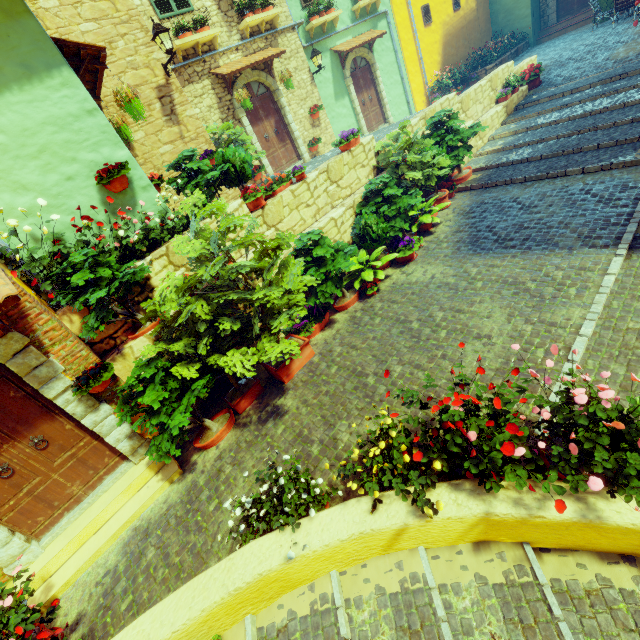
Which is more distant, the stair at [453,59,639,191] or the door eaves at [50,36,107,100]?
the stair at [453,59,639,191]

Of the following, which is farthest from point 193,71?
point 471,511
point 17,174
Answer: point 471,511

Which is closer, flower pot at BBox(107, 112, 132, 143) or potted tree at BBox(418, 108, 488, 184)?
flower pot at BBox(107, 112, 132, 143)

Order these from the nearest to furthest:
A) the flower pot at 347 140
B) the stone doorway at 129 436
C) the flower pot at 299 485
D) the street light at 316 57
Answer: the flower pot at 299 485 < the stone doorway at 129 436 < the flower pot at 347 140 < the street light at 316 57

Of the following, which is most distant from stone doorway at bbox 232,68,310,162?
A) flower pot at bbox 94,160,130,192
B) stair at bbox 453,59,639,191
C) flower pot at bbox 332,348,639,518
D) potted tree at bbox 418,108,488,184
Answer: flower pot at bbox 332,348,639,518

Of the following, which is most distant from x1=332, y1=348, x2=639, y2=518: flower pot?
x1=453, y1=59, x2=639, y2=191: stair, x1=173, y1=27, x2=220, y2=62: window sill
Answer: x1=173, y1=27, x2=220, y2=62: window sill

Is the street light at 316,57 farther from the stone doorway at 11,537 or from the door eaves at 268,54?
the stone doorway at 11,537

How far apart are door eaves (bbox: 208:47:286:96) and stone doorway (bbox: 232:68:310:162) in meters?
0.0 m
